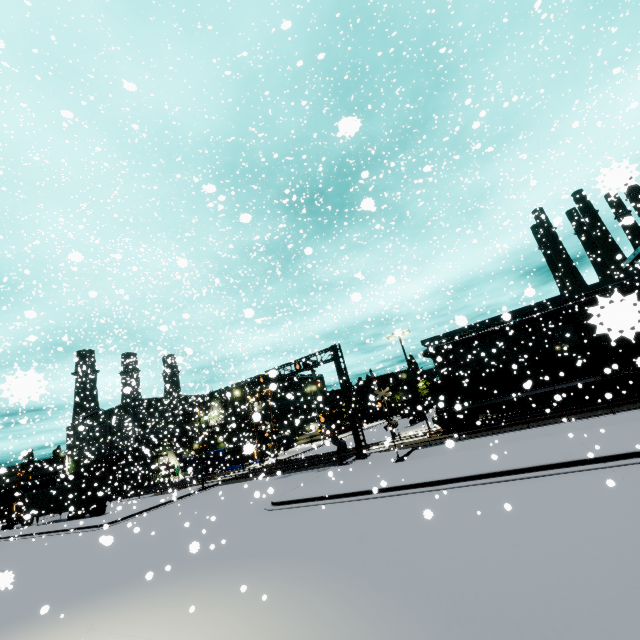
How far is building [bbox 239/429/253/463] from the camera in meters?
4.6

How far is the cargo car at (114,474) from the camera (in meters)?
37.49

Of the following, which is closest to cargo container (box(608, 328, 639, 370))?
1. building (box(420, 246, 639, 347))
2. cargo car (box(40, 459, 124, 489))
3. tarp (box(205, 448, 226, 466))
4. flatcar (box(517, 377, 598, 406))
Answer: flatcar (box(517, 377, 598, 406))

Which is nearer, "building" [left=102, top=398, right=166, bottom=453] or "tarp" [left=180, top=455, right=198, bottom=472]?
"tarp" [left=180, top=455, right=198, bottom=472]

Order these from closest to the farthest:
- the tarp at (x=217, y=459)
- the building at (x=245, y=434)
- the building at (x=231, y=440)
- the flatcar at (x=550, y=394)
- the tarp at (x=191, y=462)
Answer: the building at (x=245, y=434)
the flatcar at (x=550, y=394)
the tarp at (x=191, y=462)
the tarp at (x=217, y=459)
the building at (x=231, y=440)

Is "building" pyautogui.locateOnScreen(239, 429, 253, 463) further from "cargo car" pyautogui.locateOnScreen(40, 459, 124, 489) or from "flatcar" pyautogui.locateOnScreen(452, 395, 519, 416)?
"flatcar" pyautogui.locateOnScreen(452, 395, 519, 416)

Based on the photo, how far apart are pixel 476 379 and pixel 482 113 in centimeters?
2208cm
